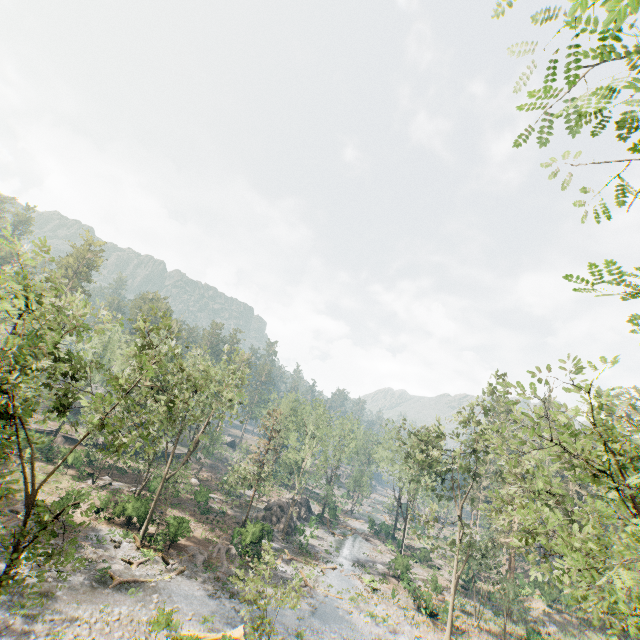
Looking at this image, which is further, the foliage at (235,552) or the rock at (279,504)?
the rock at (279,504)

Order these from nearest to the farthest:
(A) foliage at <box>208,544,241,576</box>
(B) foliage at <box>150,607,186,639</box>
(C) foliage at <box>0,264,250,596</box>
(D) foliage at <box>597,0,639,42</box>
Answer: (D) foliage at <box>597,0,639,42</box>
(C) foliage at <box>0,264,250,596</box>
(B) foliage at <box>150,607,186,639</box>
(A) foliage at <box>208,544,241,576</box>

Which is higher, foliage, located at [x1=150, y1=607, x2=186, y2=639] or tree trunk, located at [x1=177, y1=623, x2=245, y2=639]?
tree trunk, located at [x1=177, y1=623, x2=245, y2=639]

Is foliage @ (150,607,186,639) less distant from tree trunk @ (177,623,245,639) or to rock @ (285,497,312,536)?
tree trunk @ (177,623,245,639)

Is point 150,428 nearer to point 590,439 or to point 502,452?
point 502,452

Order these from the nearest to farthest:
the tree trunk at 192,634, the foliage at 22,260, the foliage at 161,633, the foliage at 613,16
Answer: the foliage at 613,16 → the foliage at 22,260 → the tree trunk at 192,634 → the foliage at 161,633

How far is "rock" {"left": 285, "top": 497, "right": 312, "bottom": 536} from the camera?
45.7m
